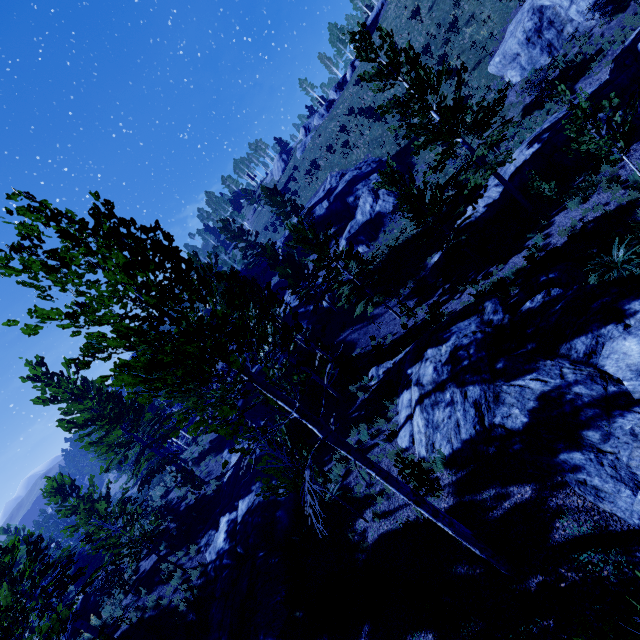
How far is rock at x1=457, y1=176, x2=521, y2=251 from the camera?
18.0m

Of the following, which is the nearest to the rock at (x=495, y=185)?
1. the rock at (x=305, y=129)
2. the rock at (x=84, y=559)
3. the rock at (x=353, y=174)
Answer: the rock at (x=353, y=174)

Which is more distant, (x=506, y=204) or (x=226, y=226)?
(x=226, y=226)

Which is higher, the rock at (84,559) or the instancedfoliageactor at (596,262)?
the rock at (84,559)

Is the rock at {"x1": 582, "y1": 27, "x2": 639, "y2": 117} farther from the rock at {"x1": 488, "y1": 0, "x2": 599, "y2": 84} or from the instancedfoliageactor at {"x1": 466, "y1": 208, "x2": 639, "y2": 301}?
the rock at {"x1": 488, "y1": 0, "x2": 599, "y2": 84}

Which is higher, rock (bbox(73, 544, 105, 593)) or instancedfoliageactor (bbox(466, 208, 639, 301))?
rock (bbox(73, 544, 105, 593))

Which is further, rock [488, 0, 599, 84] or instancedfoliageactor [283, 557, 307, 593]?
rock [488, 0, 599, 84]

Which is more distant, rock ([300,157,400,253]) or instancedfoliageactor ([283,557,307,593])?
rock ([300,157,400,253])
